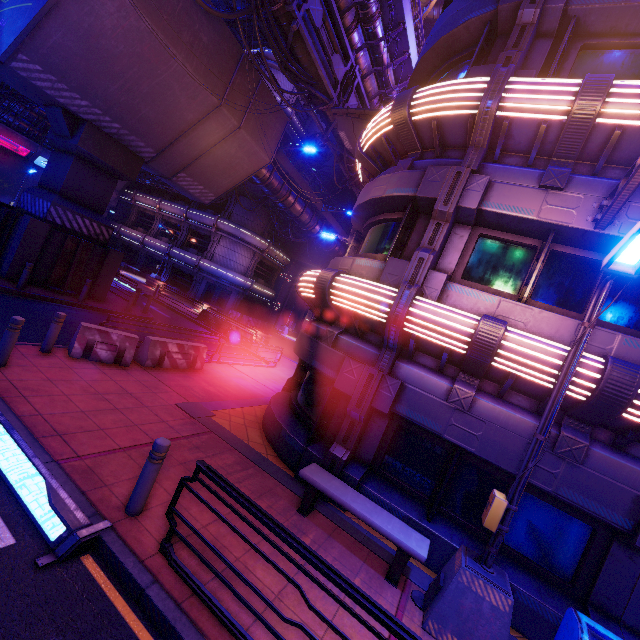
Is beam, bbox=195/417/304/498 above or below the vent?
below

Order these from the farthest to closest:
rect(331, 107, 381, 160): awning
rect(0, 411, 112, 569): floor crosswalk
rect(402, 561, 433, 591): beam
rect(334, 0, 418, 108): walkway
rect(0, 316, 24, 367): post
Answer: rect(334, 0, 418, 108): walkway, rect(331, 107, 381, 160): awning, rect(0, 316, 24, 367): post, rect(402, 561, 433, 591): beam, rect(0, 411, 112, 569): floor crosswalk

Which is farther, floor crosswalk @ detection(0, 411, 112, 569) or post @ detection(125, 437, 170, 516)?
post @ detection(125, 437, 170, 516)

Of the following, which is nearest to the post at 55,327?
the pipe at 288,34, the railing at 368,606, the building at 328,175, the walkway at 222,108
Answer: the railing at 368,606

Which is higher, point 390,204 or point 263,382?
point 390,204

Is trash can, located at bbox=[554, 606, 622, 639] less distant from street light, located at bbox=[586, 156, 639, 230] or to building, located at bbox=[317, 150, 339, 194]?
street light, located at bbox=[586, 156, 639, 230]

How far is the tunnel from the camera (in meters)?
39.56

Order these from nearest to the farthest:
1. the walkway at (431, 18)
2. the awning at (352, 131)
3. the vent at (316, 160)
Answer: the awning at (352, 131)
the walkway at (431, 18)
the vent at (316, 160)
